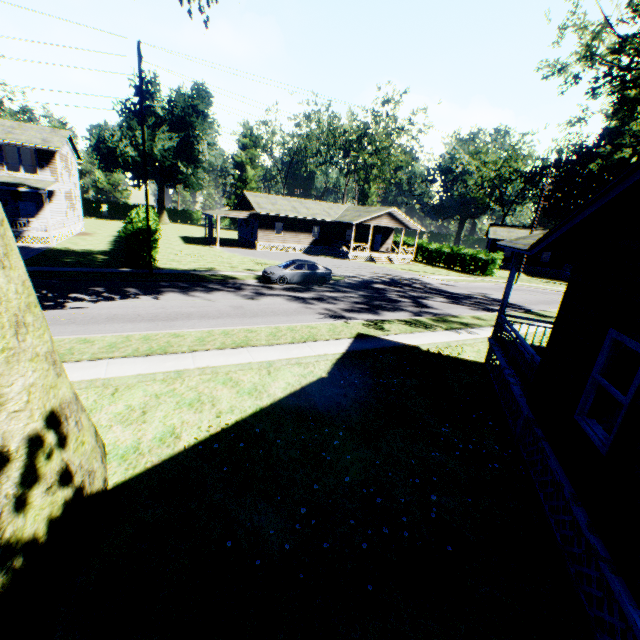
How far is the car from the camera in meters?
21.5

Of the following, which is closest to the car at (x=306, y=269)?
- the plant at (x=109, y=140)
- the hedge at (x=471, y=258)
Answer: the hedge at (x=471, y=258)

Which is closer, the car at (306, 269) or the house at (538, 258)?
the house at (538, 258)

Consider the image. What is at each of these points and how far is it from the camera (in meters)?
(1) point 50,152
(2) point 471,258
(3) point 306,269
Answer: (1) house, 28.75
(2) hedge, 39.56
(3) car, 22.23

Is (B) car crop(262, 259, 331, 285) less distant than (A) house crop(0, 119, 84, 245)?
Yes

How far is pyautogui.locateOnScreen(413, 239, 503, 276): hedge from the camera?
37.88m

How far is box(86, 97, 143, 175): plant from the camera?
54.2m

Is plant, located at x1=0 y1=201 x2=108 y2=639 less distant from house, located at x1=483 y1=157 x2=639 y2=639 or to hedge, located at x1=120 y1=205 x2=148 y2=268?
house, located at x1=483 y1=157 x2=639 y2=639
